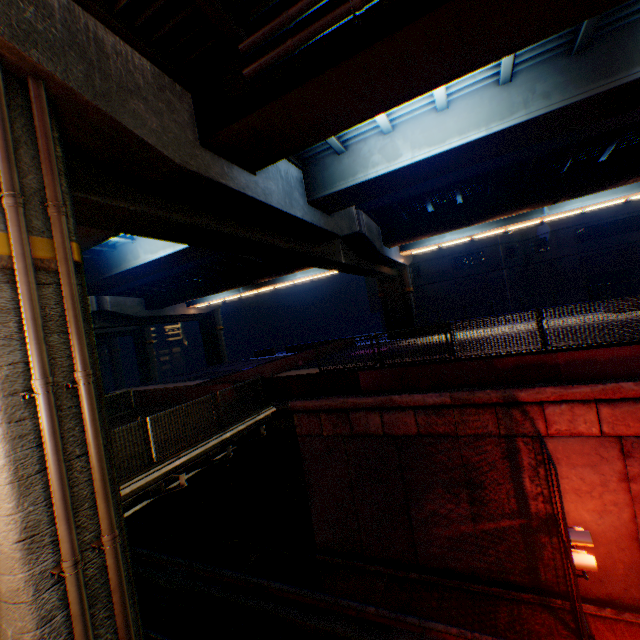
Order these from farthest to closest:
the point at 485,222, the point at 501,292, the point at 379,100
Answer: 1. the point at 501,292
2. the point at 485,222
3. the point at 379,100

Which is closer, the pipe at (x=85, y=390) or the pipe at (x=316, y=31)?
the pipe at (x=85, y=390)

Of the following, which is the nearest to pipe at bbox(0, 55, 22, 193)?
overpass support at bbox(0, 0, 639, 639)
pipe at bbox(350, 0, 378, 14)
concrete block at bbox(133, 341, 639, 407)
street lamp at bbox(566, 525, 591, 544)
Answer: overpass support at bbox(0, 0, 639, 639)

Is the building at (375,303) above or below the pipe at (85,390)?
above

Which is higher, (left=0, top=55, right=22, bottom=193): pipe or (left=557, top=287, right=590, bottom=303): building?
(left=0, top=55, right=22, bottom=193): pipe

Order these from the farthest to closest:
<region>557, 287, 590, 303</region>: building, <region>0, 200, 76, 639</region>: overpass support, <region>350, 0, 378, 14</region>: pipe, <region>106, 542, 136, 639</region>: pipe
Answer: <region>557, 287, 590, 303</region>: building → <region>350, 0, 378, 14</region>: pipe → <region>106, 542, 136, 639</region>: pipe → <region>0, 200, 76, 639</region>: overpass support

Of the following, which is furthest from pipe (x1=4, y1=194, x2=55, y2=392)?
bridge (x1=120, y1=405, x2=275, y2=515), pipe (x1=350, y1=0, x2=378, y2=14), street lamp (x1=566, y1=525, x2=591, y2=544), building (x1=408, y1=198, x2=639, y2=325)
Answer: building (x1=408, y1=198, x2=639, y2=325)

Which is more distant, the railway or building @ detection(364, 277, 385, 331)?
building @ detection(364, 277, 385, 331)
